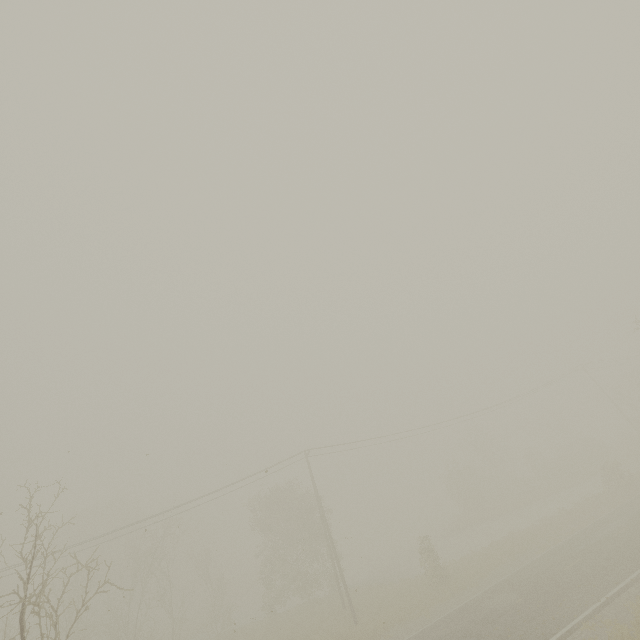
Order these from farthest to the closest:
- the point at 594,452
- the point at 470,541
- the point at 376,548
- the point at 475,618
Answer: the point at 376,548, the point at 594,452, the point at 470,541, the point at 475,618

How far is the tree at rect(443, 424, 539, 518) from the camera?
42.4m

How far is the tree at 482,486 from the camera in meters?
42.4 m
